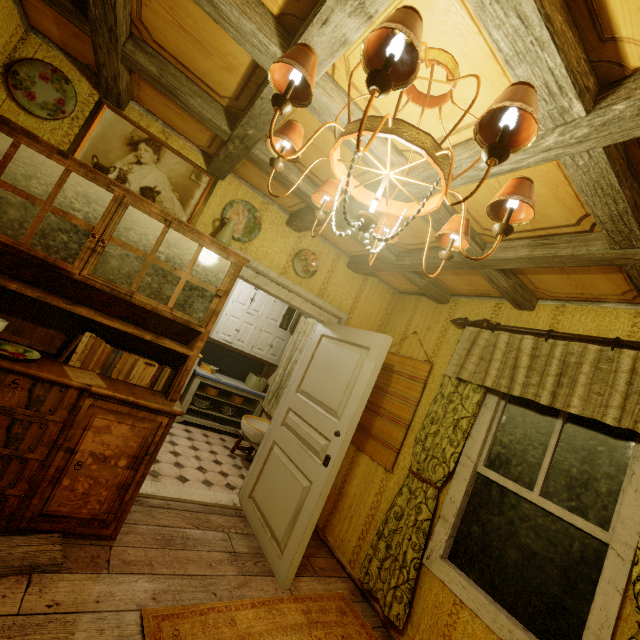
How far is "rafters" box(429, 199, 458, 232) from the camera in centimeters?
200cm

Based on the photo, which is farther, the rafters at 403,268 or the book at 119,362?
the rafters at 403,268

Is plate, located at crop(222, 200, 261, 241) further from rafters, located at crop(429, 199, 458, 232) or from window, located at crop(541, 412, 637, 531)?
window, located at crop(541, 412, 637, 531)

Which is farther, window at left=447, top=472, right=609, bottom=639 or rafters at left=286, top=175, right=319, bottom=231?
rafters at left=286, top=175, right=319, bottom=231

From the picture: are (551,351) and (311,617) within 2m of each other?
no

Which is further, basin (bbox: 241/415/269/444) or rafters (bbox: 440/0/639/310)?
basin (bbox: 241/415/269/444)

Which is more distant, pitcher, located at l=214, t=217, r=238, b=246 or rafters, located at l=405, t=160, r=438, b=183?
pitcher, located at l=214, t=217, r=238, b=246

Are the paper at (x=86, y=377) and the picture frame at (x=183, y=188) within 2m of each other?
yes
